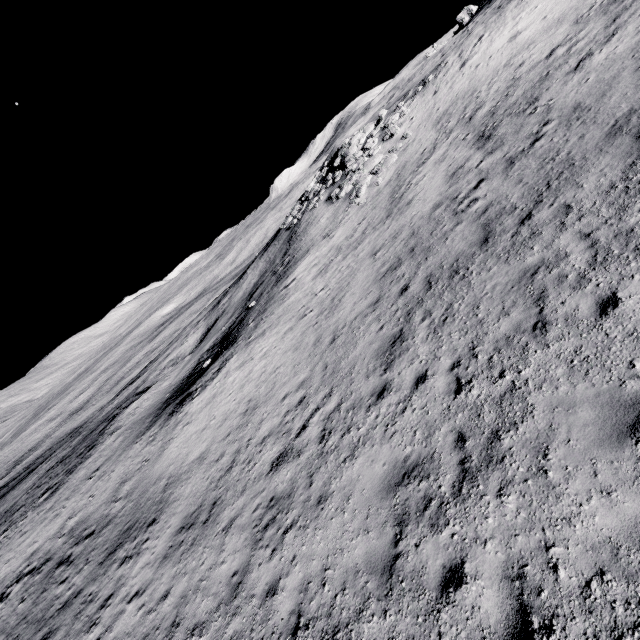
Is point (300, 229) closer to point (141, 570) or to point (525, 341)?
point (525, 341)
